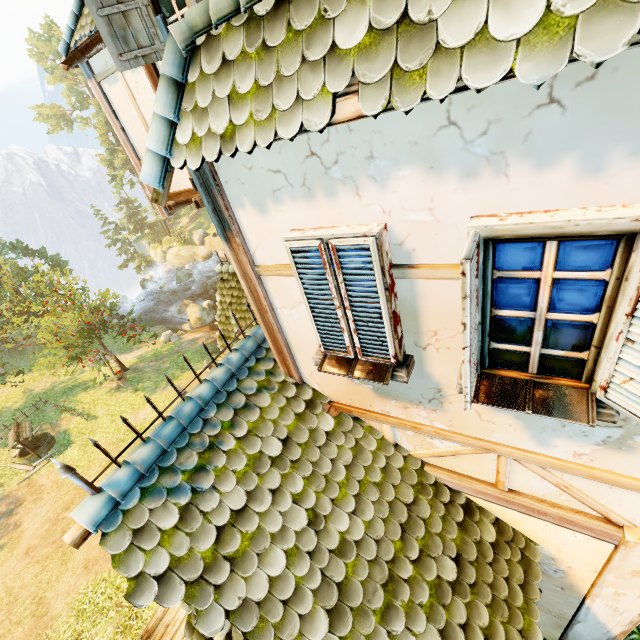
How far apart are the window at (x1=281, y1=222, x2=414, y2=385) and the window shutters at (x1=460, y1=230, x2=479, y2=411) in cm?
48

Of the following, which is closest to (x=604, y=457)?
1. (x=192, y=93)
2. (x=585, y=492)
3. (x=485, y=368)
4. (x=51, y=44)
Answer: (x=585, y=492)

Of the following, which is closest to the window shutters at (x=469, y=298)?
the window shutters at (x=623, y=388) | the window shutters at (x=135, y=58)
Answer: the window shutters at (x=623, y=388)

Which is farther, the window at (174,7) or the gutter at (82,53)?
the gutter at (82,53)

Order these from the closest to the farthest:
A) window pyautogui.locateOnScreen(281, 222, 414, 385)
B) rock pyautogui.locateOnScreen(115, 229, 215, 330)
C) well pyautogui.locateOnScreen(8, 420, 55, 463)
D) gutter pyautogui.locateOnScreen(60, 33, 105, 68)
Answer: window pyautogui.locateOnScreen(281, 222, 414, 385) → gutter pyautogui.locateOnScreen(60, 33, 105, 68) → well pyautogui.locateOnScreen(8, 420, 55, 463) → rock pyautogui.locateOnScreen(115, 229, 215, 330)

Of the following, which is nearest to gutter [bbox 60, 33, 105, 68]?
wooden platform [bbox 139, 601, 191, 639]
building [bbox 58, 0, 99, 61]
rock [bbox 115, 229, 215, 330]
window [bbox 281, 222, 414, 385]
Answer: building [bbox 58, 0, 99, 61]

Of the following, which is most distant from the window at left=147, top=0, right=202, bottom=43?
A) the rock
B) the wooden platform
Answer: the rock

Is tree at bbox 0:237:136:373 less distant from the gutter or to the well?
the well
